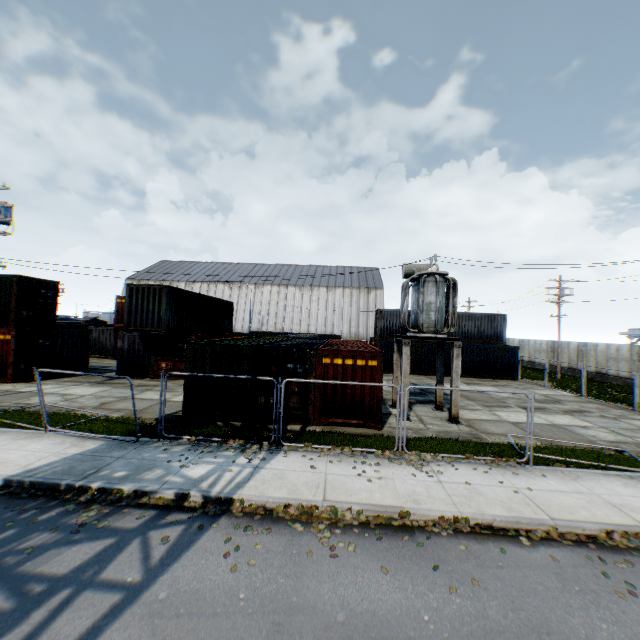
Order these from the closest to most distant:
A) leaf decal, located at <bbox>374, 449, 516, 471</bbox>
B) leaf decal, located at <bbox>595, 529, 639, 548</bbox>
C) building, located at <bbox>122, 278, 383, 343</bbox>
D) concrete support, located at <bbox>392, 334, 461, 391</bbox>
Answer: leaf decal, located at <bbox>595, 529, 639, 548</bbox> < leaf decal, located at <bbox>374, 449, 516, 471</bbox> < concrete support, located at <bbox>392, 334, 461, 391</bbox> < building, located at <bbox>122, 278, 383, 343</bbox>

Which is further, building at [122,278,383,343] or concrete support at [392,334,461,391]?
building at [122,278,383,343]

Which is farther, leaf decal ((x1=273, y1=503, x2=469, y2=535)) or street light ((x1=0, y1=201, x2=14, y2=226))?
street light ((x1=0, y1=201, x2=14, y2=226))

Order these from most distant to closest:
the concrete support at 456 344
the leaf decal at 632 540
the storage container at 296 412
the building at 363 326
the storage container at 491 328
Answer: the building at 363 326, the storage container at 491 328, the concrete support at 456 344, the storage container at 296 412, the leaf decal at 632 540

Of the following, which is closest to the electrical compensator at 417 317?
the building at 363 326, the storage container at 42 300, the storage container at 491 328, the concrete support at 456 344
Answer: the concrete support at 456 344

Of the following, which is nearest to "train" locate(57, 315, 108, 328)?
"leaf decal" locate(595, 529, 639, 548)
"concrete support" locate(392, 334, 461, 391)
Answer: "concrete support" locate(392, 334, 461, 391)

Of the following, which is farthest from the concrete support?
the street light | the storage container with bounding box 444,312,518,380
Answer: the street light

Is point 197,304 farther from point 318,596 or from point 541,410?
point 541,410
